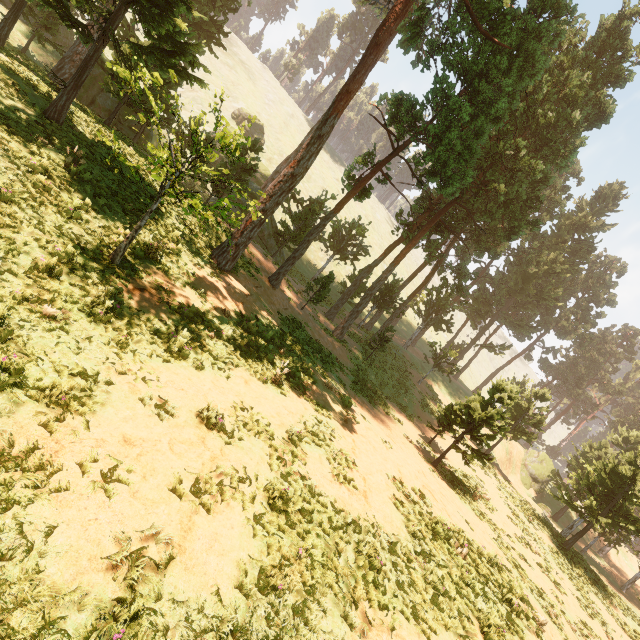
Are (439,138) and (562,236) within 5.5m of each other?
no

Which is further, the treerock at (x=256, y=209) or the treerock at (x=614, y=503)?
the treerock at (x=614, y=503)

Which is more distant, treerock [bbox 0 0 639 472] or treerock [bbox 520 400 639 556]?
treerock [bbox 520 400 639 556]
